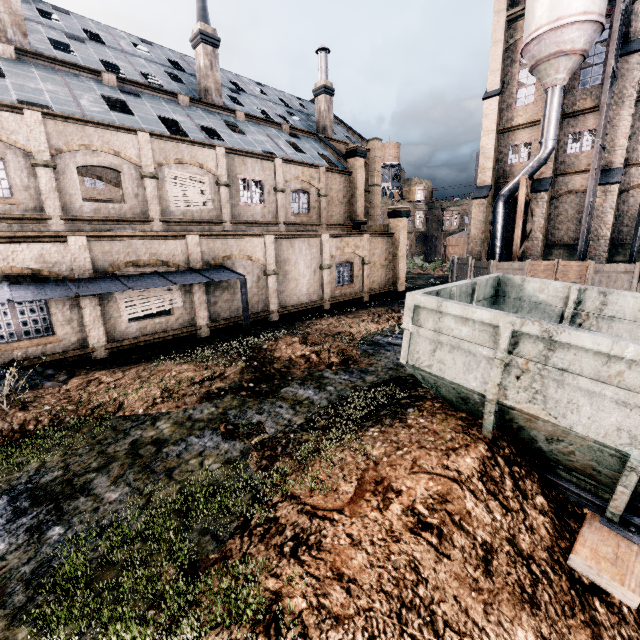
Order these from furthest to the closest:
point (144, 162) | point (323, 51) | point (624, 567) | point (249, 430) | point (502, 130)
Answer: point (323, 51)
point (502, 130)
point (144, 162)
point (249, 430)
point (624, 567)

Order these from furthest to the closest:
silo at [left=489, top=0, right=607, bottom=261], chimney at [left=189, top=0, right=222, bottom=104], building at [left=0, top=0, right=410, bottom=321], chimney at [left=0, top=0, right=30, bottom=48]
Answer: chimney at [left=189, top=0, right=222, bottom=104] < silo at [left=489, top=0, right=607, bottom=261] < chimney at [left=0, top=0, right=30, bottom=48] < building at [left=0, top=0, right=410, bottom=321]

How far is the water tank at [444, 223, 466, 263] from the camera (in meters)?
49.88

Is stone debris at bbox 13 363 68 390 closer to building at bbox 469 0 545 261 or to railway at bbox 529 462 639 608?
building at bbox 469 0 545 261

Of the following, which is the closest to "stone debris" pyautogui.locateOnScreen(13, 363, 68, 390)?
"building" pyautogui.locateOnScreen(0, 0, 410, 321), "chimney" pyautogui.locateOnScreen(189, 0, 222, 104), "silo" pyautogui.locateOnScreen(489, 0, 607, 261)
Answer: "building" pyautogui.locateOnScreen(0, 0, 410, 321)

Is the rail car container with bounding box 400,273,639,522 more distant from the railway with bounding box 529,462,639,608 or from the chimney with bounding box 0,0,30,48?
the chimney with bounding box 0,0,30,48

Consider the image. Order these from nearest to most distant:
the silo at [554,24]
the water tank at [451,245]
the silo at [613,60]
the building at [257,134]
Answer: the building at [257,134], the silo at [613,60], the silo at [554,24], the water tank at [451,245]

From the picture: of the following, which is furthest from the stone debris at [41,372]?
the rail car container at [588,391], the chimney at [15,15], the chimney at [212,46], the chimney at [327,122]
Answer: the chimney at [327,122]
